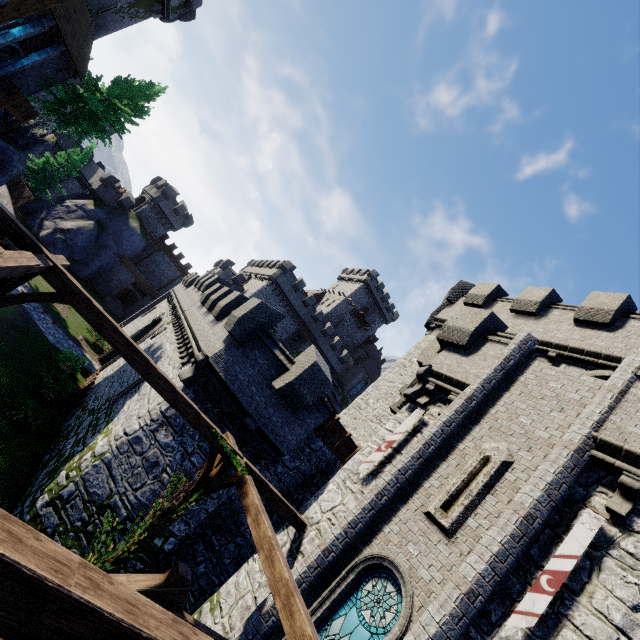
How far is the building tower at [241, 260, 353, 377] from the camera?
47.12m

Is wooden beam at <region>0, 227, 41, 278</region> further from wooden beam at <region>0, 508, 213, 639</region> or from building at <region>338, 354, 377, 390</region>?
building at <region>338, 354, 377, 390</region>

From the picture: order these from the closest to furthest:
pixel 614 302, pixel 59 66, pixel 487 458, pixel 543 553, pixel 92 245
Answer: pixel 543 553 < pixel 487 458 < pixel 614 302 < pixel 59 66 < pixel 92 245

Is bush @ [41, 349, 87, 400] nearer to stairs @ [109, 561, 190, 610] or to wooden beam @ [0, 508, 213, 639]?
stairs @ [109, 561, 190, 610]

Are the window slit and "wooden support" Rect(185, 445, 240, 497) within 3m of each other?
no

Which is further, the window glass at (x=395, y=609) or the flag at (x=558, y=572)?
the window glass at (x=395, y=609)

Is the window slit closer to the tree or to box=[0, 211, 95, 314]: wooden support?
box=[0, 211, 95, 314]: wooden support

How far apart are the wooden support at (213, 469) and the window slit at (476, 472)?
4.3m
